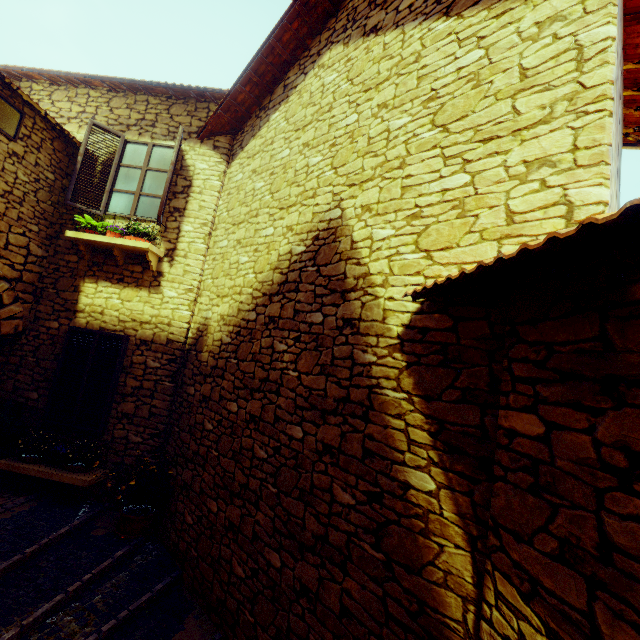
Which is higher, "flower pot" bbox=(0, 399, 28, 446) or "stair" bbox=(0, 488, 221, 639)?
"flower pot" bbox=(0, 399, 28, 446)

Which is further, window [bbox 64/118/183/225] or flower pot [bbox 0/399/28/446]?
window [bbox 64/118/183/225]

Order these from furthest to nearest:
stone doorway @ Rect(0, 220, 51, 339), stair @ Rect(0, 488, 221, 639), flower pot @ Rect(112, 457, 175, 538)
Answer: stone doorway @ Rect(0, 220, 51, 339), flower pot @ Rect(112, 457, 175, 538), stair @ Rect(0, 488, 221, 639)

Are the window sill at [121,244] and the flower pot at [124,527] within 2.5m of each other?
no

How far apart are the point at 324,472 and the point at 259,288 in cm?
253

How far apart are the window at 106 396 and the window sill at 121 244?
1.21m

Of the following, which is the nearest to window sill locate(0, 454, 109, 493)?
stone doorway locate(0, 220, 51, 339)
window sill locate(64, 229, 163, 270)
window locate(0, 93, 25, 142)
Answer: stone doorway locate(0, 220, 51, 339)

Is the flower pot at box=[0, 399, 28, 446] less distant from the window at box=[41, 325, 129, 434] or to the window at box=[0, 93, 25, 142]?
the window at box=[41, 325, 129, 434]
